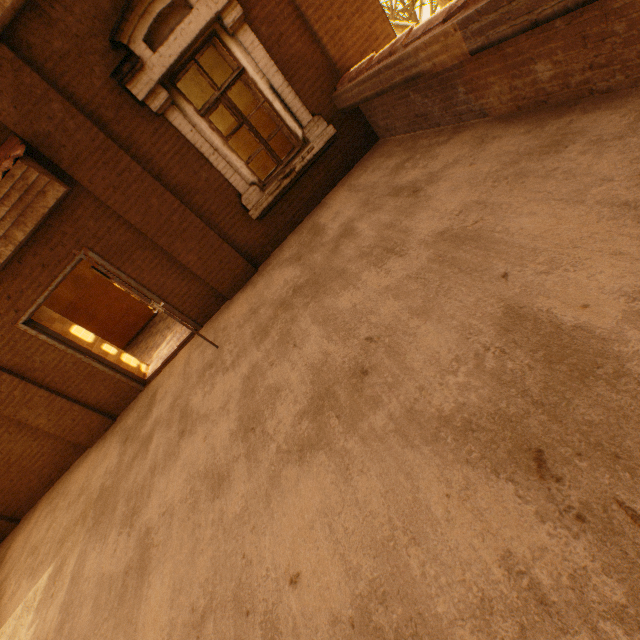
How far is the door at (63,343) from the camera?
4.5m

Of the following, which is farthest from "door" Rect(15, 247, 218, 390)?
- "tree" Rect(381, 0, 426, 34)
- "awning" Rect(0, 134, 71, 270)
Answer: "tree" Rect(381, 0, 426, 34)

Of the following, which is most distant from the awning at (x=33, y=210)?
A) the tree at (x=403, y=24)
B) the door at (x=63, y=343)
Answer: the tree at (x=403, y=24)

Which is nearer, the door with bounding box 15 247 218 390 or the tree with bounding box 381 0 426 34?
the door with bounding box 15 247 218 390

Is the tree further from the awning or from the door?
the awning

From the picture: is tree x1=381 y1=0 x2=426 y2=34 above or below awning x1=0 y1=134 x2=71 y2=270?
below

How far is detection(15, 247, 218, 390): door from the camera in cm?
447

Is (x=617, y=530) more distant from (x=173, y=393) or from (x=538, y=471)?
(x=173, y=393)
